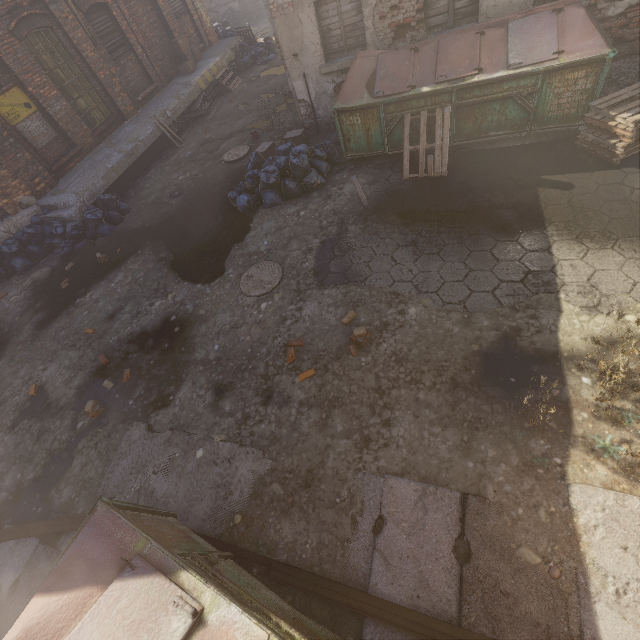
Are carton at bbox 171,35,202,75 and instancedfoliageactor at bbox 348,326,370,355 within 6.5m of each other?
no

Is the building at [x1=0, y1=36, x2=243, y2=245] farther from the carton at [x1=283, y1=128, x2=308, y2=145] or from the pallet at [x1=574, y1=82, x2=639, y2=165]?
the pallet at [x1=574, y1=82, x2=639, y2=165]

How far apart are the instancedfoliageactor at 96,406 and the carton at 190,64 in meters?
15.1 m

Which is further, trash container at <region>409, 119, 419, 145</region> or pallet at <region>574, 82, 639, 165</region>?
trash container at <region>409, 119, 419, 145</region>

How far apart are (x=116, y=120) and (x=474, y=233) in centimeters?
1294cm

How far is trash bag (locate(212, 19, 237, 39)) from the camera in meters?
15.9

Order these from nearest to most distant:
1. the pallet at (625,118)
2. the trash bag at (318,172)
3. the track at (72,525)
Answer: the track at (72,525) → the pallet at (625,118) → the trash bag at (318,172)

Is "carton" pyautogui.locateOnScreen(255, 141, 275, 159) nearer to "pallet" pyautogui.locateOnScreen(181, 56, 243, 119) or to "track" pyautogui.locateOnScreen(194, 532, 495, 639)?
"pallet" pyautogui.locateOnScreen(181, 56, 243, 119)
